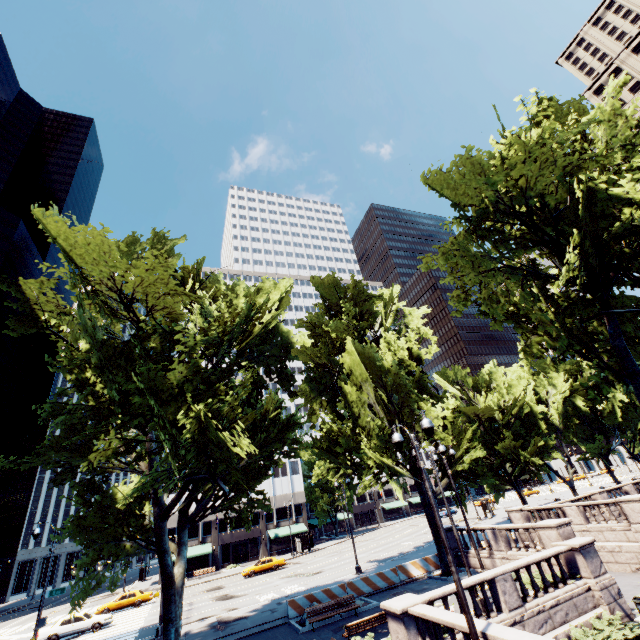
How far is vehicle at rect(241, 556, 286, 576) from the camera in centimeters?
3841cm

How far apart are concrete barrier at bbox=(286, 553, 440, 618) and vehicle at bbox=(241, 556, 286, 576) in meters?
23.1 m

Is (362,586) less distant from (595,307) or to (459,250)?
(595,307)

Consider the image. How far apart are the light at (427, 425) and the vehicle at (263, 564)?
38.1 meters

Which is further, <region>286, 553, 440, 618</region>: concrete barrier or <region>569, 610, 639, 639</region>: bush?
<region>286, 553, 440, 618</region>: concrete barrier

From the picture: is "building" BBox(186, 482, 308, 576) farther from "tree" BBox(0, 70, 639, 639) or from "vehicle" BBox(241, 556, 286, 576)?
"vehicle" BBox(241, 556, 286, 576)

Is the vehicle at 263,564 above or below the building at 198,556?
below

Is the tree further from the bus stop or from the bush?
the bus stop
